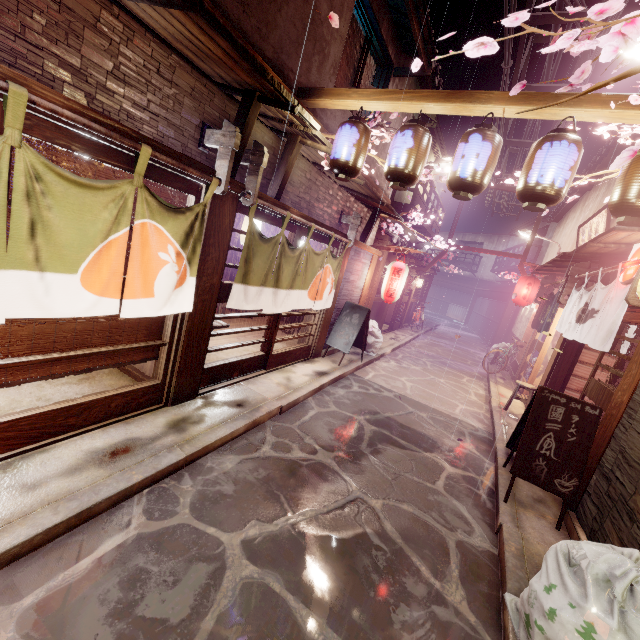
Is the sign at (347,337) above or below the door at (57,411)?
above

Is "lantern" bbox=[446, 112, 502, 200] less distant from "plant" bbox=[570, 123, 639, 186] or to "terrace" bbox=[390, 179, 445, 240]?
"plant" bbox=[570, 123, 639, 186]

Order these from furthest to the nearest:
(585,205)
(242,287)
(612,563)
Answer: (585,205) → (242,287) → (612,563)

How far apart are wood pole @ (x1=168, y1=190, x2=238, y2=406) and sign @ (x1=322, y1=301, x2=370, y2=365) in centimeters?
704cm

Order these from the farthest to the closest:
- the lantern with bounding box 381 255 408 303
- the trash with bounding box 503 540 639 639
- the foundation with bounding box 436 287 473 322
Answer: the foundation with bounding box 436 287 473 322
the lantern with bounding box 381 255 408 303
the trash with bounding box 503 540 639 639

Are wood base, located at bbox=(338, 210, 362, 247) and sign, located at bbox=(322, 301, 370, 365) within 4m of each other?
yes

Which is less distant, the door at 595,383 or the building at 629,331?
the door at 595,383

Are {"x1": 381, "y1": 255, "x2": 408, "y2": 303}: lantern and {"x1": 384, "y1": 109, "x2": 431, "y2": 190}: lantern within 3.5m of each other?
no
